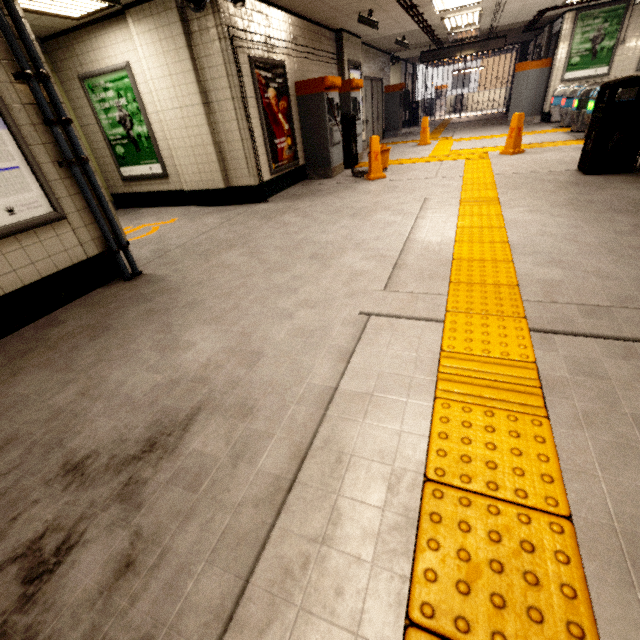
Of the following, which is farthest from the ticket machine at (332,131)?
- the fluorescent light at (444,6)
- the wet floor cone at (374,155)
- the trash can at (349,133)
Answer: the fluorescent light at (444,6)

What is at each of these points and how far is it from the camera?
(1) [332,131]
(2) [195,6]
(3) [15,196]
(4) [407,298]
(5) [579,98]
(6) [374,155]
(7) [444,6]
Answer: (1) ticket machine, 6.9m
(2) loudspeaker, 4.3m
(3) sign, 2.6m
(4) building, 2.5m
(5) ticket barrier, 8.2m
(6) wet floor cone, 6.4m
(7) fluorescent light, 7.3m

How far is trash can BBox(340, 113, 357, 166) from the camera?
7.6 meters

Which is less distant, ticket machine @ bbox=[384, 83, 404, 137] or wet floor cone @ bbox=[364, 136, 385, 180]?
wet floor cone @ bbox=[364, 136, 385, 180]

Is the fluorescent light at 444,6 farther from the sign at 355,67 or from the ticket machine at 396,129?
the ticket machine at 396,129

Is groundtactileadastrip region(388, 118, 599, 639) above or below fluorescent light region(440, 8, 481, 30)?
below

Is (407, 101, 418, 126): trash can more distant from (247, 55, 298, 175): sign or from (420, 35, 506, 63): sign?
(247, 55, 298, 175): sign

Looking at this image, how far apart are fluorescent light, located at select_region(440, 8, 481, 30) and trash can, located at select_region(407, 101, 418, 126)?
8.30m
